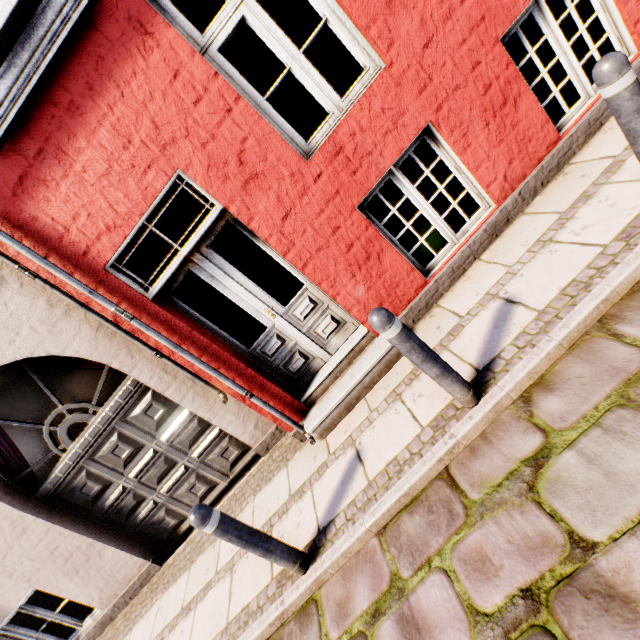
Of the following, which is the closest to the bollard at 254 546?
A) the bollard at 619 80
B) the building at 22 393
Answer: the building at 22 393

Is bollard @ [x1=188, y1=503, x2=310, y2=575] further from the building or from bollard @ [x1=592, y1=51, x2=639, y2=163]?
bollard @ [x1=592, y1=51, x2=639, y2=163]

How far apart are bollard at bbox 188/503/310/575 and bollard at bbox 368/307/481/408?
1.85m

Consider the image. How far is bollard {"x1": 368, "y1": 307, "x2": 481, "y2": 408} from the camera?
2.1 meters

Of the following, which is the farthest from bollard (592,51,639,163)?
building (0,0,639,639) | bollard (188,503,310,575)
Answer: bollard (188,503,310,575)

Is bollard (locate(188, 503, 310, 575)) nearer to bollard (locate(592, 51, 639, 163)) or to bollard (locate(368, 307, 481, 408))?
bollard (locate(368, 307, 481, 408))

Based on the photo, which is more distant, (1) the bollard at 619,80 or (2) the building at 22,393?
(2) the building at 22,393

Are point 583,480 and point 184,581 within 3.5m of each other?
no
